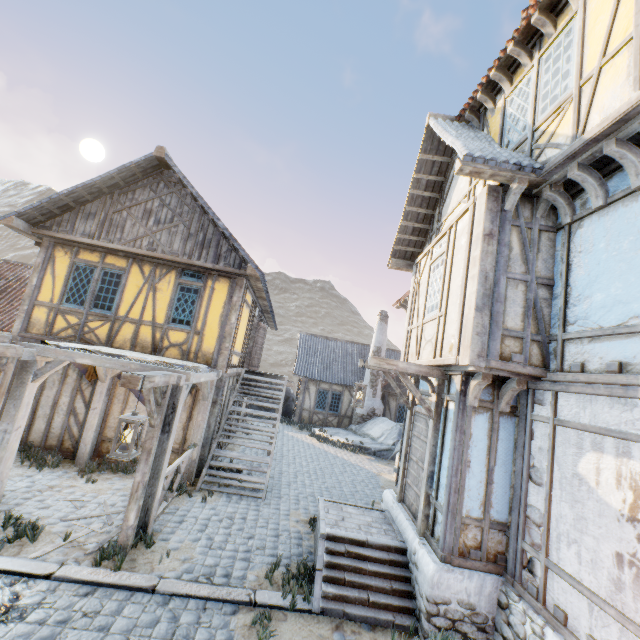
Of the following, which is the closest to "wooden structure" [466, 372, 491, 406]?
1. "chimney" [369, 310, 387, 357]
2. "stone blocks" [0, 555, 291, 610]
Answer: "stone blocks" [0, 555, 291, 610]

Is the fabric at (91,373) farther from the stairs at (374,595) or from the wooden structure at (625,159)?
the wooden structure at (625,159)

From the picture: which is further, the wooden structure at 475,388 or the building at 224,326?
the building at 224,326

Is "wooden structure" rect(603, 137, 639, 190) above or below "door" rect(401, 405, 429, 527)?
above

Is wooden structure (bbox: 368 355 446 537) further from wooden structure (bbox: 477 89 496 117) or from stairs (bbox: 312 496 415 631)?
wooden structure (bbox: 477 89 496 117)

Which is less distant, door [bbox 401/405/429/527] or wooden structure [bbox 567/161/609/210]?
wooden structure [bbox 567/161/609/210]

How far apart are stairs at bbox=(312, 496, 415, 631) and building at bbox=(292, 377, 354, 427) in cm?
1316

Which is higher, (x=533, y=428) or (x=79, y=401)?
(x=533, y=428)
